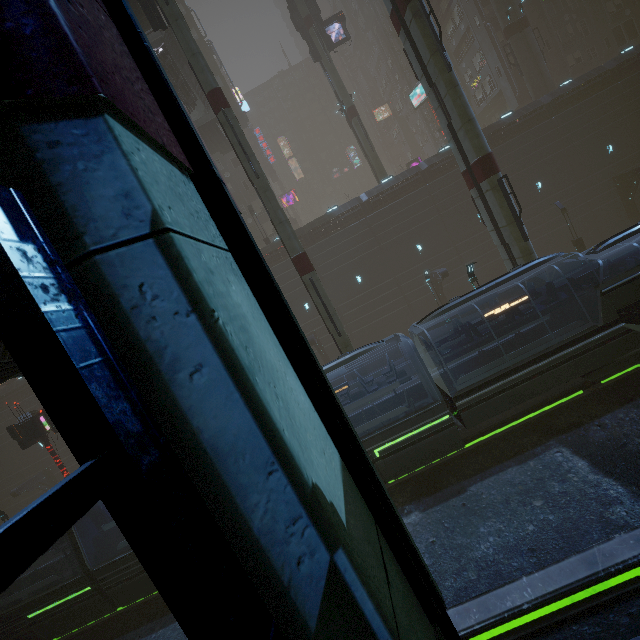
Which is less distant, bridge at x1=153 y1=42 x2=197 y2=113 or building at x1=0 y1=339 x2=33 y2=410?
building at x1=0 y1=339 x2=33 y2=410

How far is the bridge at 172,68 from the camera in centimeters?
2303cm

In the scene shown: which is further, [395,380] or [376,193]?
[376,193]

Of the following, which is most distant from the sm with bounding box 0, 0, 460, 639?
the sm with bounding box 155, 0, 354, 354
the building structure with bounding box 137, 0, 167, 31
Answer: the building structure with bounding box 137, 0, 167, 31

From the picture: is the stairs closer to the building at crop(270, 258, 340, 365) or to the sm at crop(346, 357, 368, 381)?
the sm at crop(346, 357, 368, 381)

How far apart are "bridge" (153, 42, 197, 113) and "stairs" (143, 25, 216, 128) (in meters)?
0.01

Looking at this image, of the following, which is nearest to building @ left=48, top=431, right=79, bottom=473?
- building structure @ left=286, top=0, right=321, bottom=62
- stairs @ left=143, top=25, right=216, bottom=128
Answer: stairs @ left=143, top=25, right=216, bottom=128

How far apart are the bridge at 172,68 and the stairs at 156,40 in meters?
0.0
